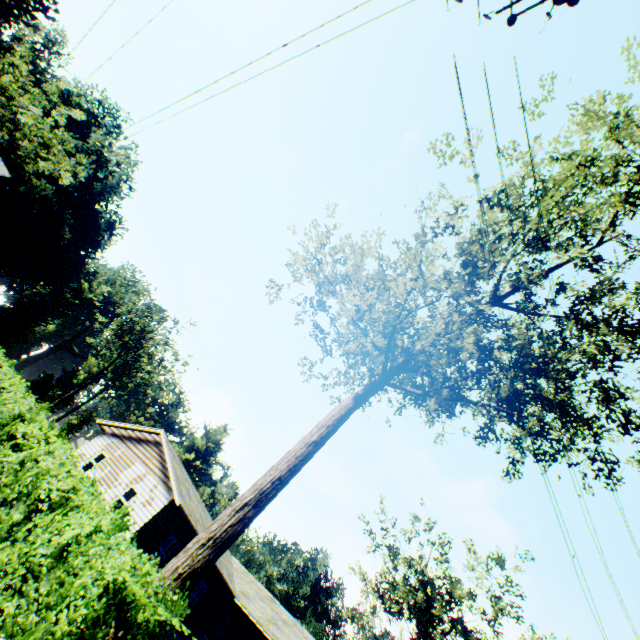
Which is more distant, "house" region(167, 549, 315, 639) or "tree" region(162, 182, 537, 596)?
"house" region(167, 549, 315, 639)

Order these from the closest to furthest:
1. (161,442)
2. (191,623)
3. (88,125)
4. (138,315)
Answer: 1. (191,623)
2. (161,442)
3. (138,315)
4. (88,125)

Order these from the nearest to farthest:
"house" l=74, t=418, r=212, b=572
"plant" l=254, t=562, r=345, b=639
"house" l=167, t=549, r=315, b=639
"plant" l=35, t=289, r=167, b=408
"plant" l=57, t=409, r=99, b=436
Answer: "house" l=74, t=418, r=212, b=572 < "house" l=167, t=549, r=315, b=639 < "plant" l=35, t=289, r=167, b=408 < "plant" l=57, t=409, r=99, b=436 < "plant" l=254, t=562, r=345, b=639

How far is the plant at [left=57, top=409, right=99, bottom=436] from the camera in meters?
50.3 m

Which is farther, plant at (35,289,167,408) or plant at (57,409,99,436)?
plant at (57,409,99,436)

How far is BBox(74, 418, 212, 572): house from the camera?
17.5 meters

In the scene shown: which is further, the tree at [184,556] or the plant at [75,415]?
the plant at [75,415]

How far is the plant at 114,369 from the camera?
48.5m
